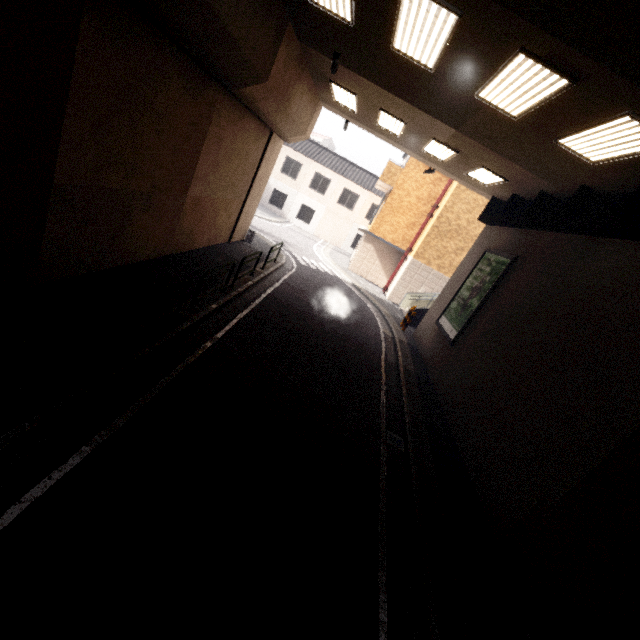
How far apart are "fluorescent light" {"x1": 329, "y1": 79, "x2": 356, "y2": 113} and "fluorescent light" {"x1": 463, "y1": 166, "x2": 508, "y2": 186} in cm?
471

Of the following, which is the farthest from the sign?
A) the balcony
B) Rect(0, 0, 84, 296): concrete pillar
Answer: the balcony

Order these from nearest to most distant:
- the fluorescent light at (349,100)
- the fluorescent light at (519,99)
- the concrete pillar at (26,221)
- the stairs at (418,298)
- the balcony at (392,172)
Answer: the concrete pillar at (26,221) → the fluorescent light at (519,99) → the fluorescent light at (349,100) → the stairs at (418,298) → the balcony at (392,172)

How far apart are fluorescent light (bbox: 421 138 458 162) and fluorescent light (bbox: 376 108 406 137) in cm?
94

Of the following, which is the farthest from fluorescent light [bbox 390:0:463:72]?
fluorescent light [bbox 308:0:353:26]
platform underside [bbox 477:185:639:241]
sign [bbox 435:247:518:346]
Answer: sign [bbox 435:247:518:346]

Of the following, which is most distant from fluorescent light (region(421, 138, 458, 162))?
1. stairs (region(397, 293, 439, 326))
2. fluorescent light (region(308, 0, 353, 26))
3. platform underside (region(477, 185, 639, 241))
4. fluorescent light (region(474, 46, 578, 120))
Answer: stairs (region(397, 293, 439, 326))

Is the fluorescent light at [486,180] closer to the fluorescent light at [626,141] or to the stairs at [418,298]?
the fluorescent light at [626,141]

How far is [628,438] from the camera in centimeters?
477cm
